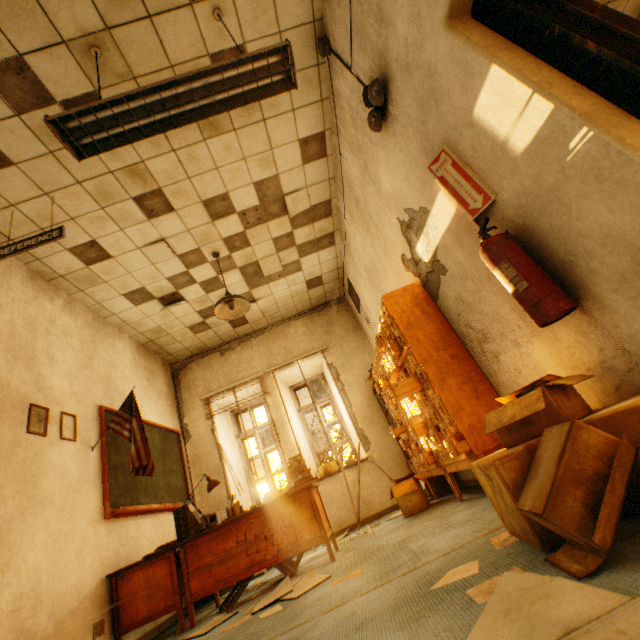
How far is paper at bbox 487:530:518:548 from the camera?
1.5m

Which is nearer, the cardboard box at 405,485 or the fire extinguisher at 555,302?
the fire extinguisher at 555,302

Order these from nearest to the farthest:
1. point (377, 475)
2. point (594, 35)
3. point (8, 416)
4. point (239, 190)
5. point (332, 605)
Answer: point (594, 35), point (332, 605), point (8, 416), point (239, 190), point (377, 475)

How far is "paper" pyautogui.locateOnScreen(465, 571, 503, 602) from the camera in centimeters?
110cm

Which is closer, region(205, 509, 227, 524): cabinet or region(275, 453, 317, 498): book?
region(275, 453, 317, 498): book

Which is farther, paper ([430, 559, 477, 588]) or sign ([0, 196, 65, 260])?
sign ([0, 196, 65, 260])

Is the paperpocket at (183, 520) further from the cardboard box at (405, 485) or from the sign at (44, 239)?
the sign at (44, 239)

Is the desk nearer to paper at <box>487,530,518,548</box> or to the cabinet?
the cabinet
